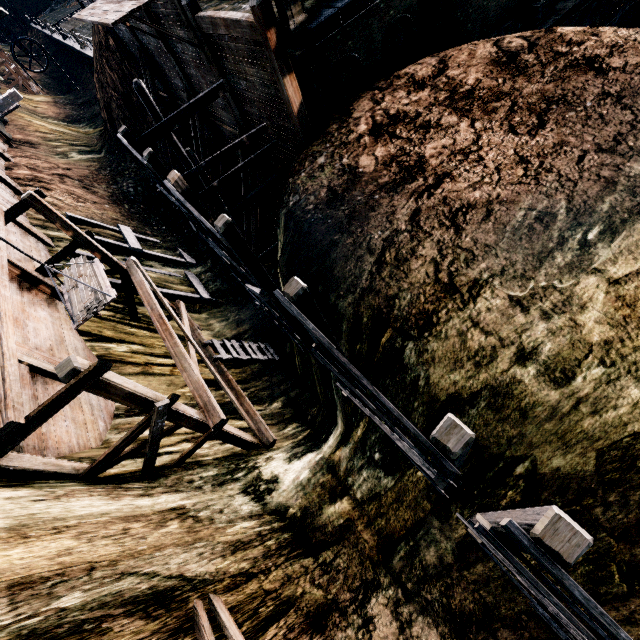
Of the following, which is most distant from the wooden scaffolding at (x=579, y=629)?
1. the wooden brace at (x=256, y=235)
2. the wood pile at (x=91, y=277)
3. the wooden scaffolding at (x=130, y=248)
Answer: the wooden brace at (x=256, y=235)

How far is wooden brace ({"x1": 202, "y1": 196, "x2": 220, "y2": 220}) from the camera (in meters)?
19.60

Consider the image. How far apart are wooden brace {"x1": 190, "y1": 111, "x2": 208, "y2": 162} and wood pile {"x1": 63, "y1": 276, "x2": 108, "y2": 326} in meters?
11.7

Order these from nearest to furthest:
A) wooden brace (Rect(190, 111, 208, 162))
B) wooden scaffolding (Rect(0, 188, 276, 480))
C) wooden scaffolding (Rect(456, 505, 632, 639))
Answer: wooden scaffolding (Rect(456, 505, 632, 639)), wooden scaffolding (Rect(0, 188, 276, 480)), wooden brace (Rect(190, 111, 208, 162))

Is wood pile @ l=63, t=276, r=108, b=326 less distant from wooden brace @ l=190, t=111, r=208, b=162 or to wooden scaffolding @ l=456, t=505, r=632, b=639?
wooden scaffolding @ l=456, t=505, r=632, b=639

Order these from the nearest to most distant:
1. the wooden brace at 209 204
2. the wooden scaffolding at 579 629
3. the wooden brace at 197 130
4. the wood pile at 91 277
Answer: the wooden scaffolding at 579 629
the wood pile at 91 277
the wooden brace at 197 130
the wooden brace at 209 204

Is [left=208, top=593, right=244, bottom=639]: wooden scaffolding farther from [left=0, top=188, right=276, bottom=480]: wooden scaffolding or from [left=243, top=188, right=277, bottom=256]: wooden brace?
[left=243, top=188, right=277, bottom=256]: wooden brace

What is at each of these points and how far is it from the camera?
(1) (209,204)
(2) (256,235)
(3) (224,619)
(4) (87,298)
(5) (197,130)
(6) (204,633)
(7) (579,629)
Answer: (1) wooden brace, 19.70m
(2) wooden brace, 16.92m
(3) wooden scaffolding, 6.52m
(4) wood pile, 7.89m
(5) wooden brace, 17.25m
(6) wooden scaffolding, 5.98m
(7) wooden scaffolding, 2.97m
